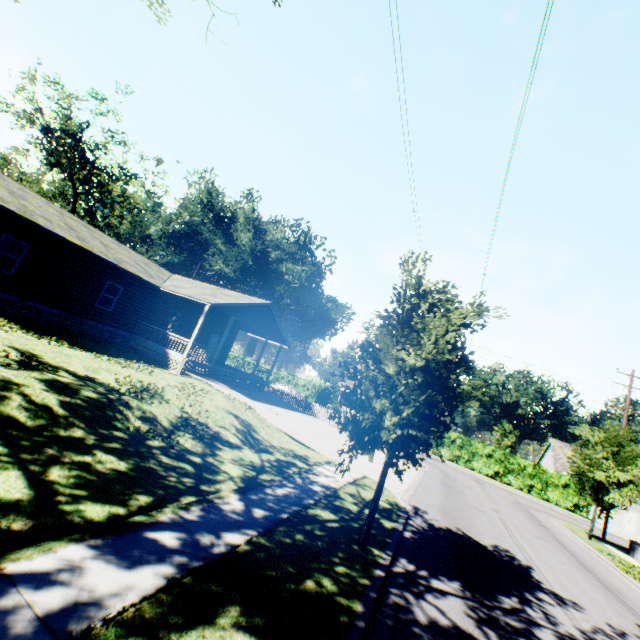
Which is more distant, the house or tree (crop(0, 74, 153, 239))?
tree (crop(0, 74, 153, 239))

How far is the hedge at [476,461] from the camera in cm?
3328

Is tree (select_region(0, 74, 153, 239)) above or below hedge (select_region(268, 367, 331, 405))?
above

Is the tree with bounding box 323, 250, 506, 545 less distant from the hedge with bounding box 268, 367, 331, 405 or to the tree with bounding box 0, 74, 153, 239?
the hedge with bounding box 268, 367, 331, 405

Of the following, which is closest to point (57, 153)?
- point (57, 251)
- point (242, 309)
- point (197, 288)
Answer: point (197, 288)

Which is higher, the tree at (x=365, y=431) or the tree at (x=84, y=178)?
the tree at (x=84, y=178)

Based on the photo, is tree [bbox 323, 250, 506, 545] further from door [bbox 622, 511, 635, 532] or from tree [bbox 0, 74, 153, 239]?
tree [bbox 0, 74, 153, 239]

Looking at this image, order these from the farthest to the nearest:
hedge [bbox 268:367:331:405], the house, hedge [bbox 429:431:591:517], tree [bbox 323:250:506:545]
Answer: hedge [bbox 268:367:331:405]
hedge [bbox 429:431:591:517]
the house
tree [bbox 323:250:506:545]
